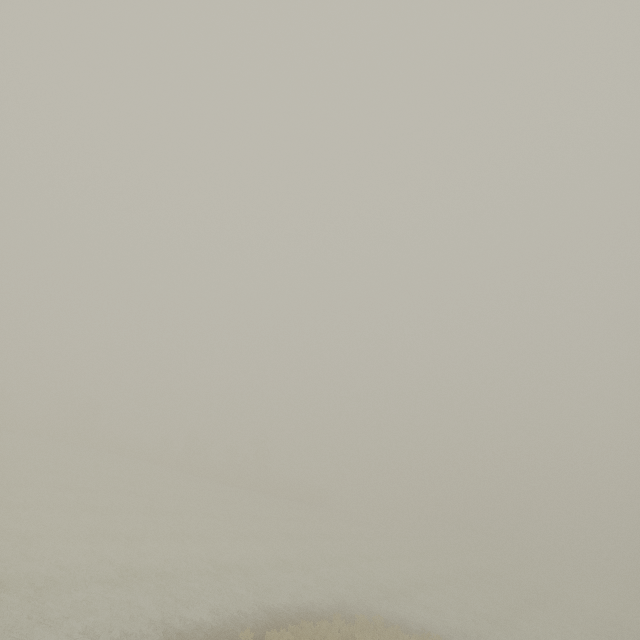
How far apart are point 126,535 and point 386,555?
23.6 meters
